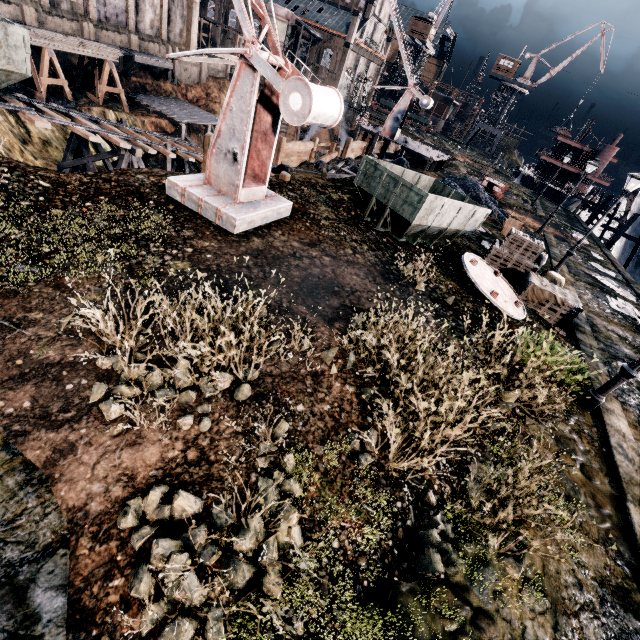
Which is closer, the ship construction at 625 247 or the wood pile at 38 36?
the wood pile at 38 36

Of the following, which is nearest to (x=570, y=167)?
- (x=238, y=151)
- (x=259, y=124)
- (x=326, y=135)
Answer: (x=326, y=135)

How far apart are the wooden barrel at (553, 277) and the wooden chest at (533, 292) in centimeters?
90cm

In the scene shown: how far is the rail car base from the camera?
30.34m

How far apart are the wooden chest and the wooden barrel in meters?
0.9 m

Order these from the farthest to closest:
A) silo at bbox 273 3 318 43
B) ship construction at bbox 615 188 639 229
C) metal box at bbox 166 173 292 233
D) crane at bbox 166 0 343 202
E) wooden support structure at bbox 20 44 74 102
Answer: silo at bbox 273 3 318 43 → ship construction at bbox 615 188 639 229 → wooden support structure at bbox 20 44 74 102 → metal box at bbox 166 173 292 233 → crane at bbox 166 0 343 202

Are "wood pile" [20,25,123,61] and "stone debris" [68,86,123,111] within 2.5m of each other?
no

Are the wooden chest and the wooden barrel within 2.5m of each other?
yes
